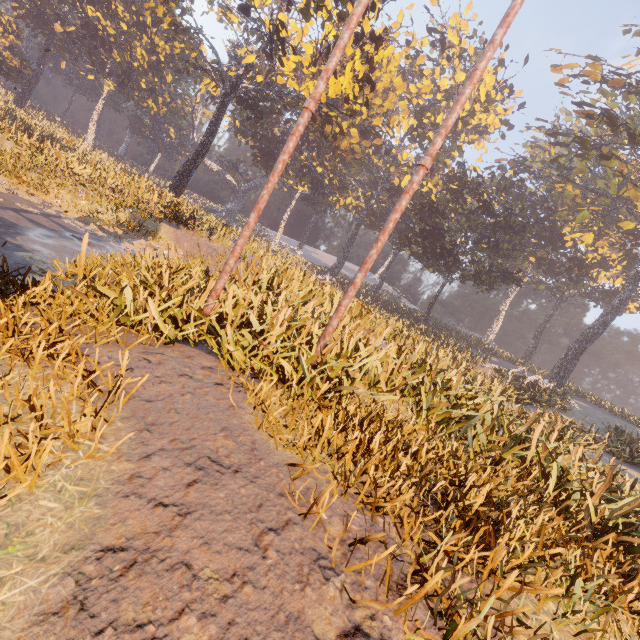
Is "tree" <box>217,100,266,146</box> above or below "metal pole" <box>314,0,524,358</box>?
above

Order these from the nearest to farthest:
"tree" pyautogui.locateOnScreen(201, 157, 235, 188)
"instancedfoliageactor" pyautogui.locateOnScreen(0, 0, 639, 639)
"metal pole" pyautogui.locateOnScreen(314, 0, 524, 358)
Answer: "instancedfoliageactor" pyautogui.locateOnScreen(0, 0, 639, 639)
"metal pole" pyautogui.locateOnScreen(314, 0, 524, 358)
"tree" pyautogui.locateOnScreen(201, 157, 235, 188)

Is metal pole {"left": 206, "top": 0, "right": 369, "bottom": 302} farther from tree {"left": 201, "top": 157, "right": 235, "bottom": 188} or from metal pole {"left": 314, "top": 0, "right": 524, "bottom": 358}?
tree {"left": 201, "top": 157, "right": 235, "bottom": 188}

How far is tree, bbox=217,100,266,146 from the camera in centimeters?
4322cm

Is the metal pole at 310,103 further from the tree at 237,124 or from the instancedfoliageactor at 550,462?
the tree at 237,124

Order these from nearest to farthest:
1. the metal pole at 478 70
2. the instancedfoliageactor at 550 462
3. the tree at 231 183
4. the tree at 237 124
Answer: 1. the instancedfoliageactor at 550 462
2. the metal pole at 478 70
3. the tree at 237 124
4. the tree at 231 183

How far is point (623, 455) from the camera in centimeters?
1431cm
